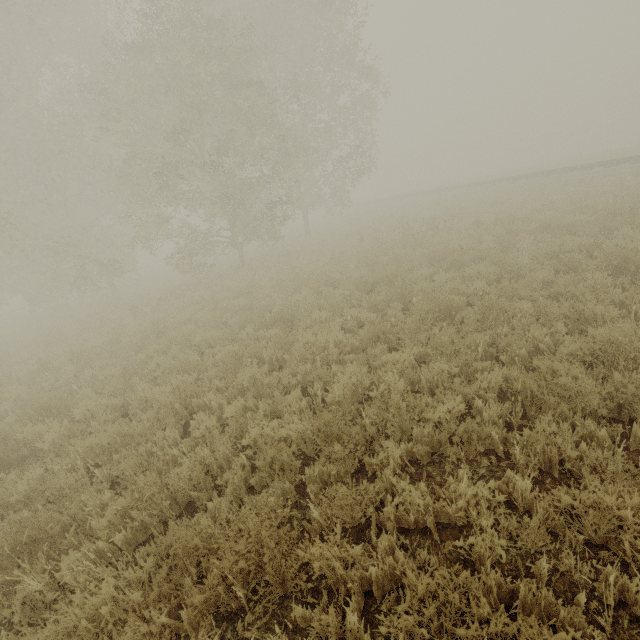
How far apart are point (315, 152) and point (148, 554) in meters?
20.7 m
